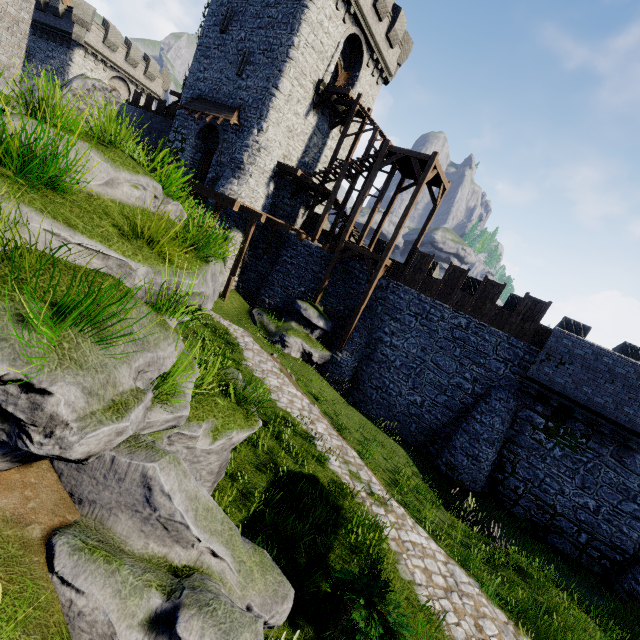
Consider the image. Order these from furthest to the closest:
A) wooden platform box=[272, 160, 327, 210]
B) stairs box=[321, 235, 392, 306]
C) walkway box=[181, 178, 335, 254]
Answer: wooden platform box=[272, 160, 327, 210], stairs box=[321, 235, 392, 306], walkway box=[181, 178, 335, 254]

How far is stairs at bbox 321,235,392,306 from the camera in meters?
18.4 m

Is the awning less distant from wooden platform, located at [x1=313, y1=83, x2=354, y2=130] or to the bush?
wooden platform, located at [x1=313, y1=83, x2=354, y2=130]

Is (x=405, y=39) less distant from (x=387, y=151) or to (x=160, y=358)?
(x=387, y=151)

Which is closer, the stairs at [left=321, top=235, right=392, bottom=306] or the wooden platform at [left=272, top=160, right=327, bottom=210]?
the stairs at [left=321, top=235, right=392, bottom=306]

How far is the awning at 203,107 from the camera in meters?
20.8

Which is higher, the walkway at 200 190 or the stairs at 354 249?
the stairs at 354 249

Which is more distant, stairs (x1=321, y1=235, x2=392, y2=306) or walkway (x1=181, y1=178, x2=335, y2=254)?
stairs (x1=321, y1=235, x2=392, y2=306)
